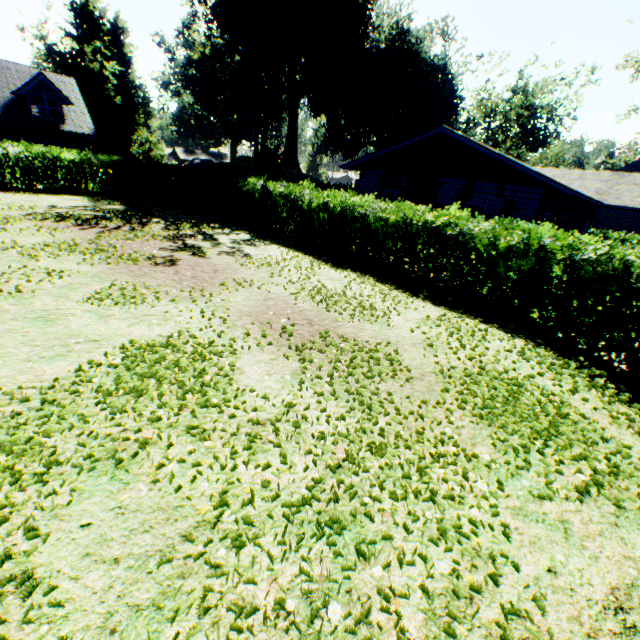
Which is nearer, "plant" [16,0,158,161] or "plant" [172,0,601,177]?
"plant" [172,0,601,177]

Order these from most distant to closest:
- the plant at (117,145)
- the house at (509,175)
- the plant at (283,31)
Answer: the plant at (117,145) < the plant at (283,31) < the house at (509,175)

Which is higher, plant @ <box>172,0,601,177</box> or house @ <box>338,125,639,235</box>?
plant @ <box>172,0,601,177</box>

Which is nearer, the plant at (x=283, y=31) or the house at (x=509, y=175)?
the house at (x=509, y=175)

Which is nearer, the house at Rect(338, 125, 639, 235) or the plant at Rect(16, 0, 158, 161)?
the house at Rect(338, 125, 639, 235)

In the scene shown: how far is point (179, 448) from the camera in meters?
3.5 m

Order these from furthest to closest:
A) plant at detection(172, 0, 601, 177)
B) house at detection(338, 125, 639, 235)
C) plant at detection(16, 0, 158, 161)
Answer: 1. plant at detection(16, 0, 158, 161)
2. plant at detection(172, 0, 601, 177)
3. house at detection(338, 125, 639, 235)
